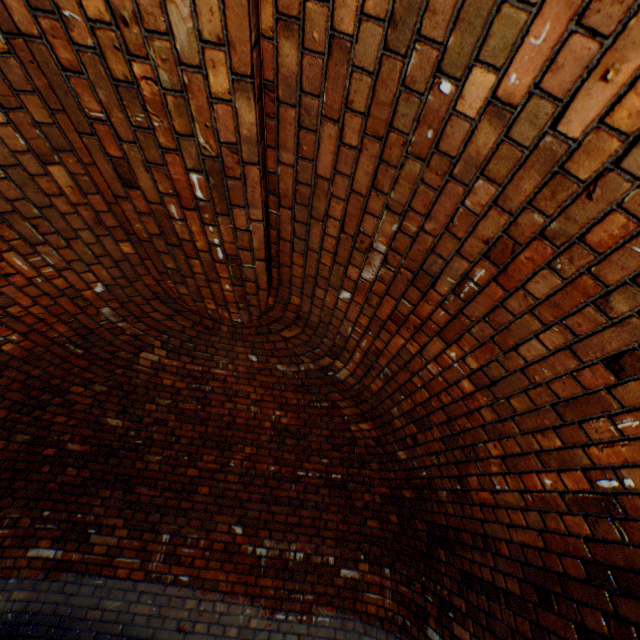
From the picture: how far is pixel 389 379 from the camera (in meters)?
2.60
